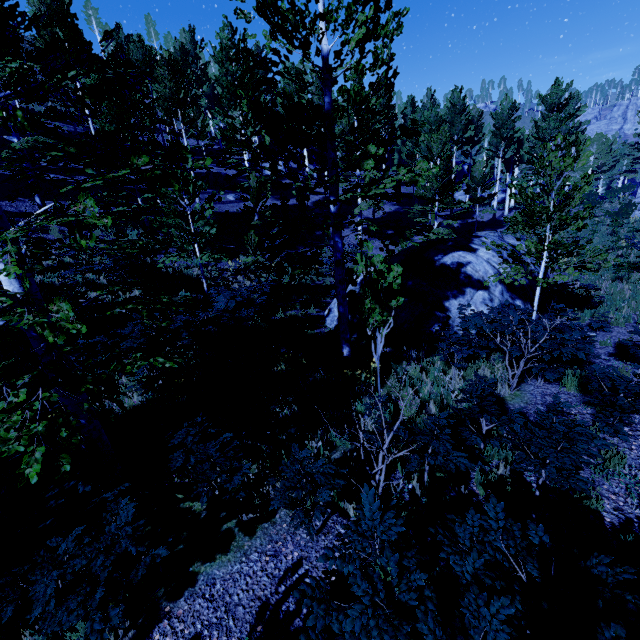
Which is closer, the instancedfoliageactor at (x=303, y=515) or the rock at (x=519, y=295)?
the instancedfoliageactor at (x=303, y=515)

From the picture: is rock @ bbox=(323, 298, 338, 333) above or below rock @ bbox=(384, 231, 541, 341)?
below

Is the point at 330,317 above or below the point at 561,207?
below

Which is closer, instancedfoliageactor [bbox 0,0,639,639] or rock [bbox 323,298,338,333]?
instancedfoliageactor [bbox 0,0,639,639]

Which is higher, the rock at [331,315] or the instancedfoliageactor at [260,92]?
the instancedfoliageactor at [260,92]

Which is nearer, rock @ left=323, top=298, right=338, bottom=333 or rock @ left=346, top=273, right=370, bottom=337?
rock @ left=346, top=273, right=370, bottom=337
